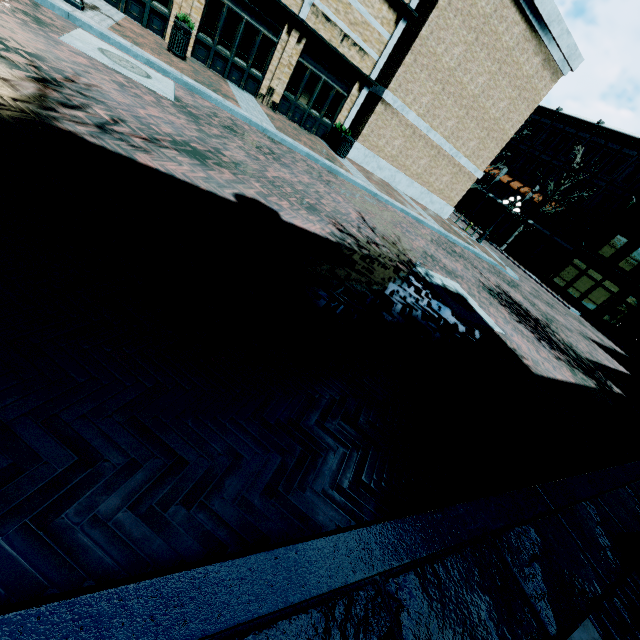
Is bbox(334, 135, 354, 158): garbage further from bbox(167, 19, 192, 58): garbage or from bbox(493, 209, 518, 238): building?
bbox(167, 19, 192, 58): garbage

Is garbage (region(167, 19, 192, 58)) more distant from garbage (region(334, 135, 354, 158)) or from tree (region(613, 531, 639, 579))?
garbage (region(334, 135, 354, 158))

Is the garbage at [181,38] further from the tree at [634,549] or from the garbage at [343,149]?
the garbage at [343,149]

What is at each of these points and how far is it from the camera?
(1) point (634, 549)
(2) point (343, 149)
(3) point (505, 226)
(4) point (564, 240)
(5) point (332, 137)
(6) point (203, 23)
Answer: (1) tree, 3.25m
(2) garbage, 15.04m
(3) building, 37.03m
(4) building, 32.03m
(5) planter, 15.90m
(6) building, 12.56m

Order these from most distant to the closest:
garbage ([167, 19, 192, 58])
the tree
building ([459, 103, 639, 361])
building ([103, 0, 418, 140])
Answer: building ([459, 103, 639, 361]) < building ([103, 0, 418, 140]) < garbage ([167, 19, 192, 58]) < the tree

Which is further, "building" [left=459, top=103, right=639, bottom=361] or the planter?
"building" [left=459, top=103, right=639, bottom=361]

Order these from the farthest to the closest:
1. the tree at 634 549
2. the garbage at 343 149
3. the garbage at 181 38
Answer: the garbage at 343 149 → the garbage at 181 38 → the tree at 634 549

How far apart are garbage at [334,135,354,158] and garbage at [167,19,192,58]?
6.82m
